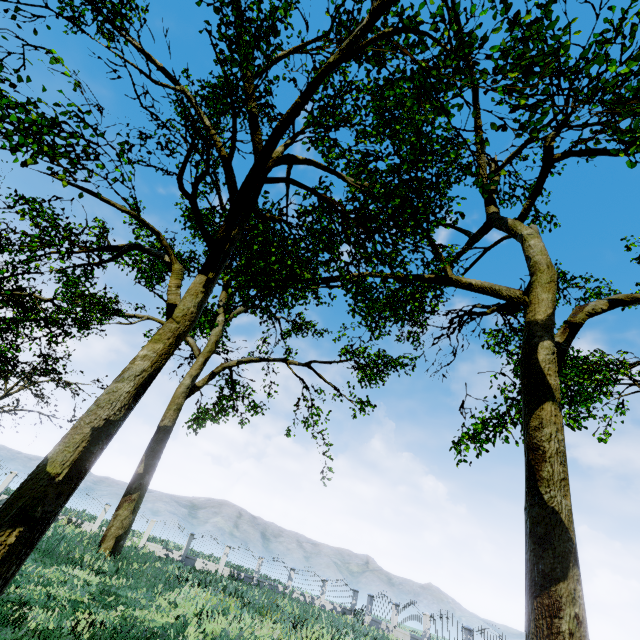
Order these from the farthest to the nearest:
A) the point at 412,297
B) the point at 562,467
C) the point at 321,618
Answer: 1. the point at 321,618
2. the point at 412,297
3. the point at 562,467
